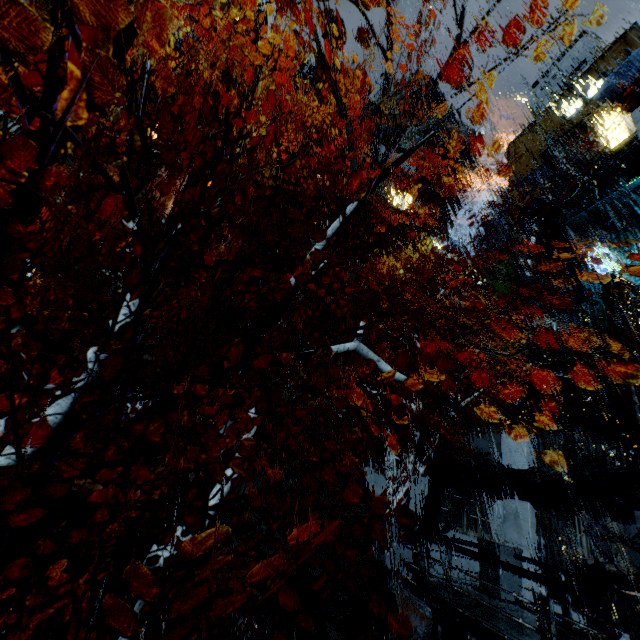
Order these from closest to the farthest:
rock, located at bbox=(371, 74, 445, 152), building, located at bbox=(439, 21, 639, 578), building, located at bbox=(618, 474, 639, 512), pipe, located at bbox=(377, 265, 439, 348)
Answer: building, located at bbox=(618, 474, 639, 512)
building, located at bbox=(439, 21, 639, 578)
pipe, located at bbox=(377, 265, 439, 348)
rock, located at bbox=(371, 74, 445, 152)

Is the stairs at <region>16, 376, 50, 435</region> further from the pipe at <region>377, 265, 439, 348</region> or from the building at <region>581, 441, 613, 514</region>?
the pipe at <region>377, 265, 439, 348</region>

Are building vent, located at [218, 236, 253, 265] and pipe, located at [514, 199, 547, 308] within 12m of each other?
no

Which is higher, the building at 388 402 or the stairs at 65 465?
the building at 388 402

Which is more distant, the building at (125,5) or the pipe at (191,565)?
the building at (125,5)

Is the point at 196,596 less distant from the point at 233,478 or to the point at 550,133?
the point at 233,478

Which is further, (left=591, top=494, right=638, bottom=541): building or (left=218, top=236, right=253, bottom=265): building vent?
(left=218, top=236, right=253, bottom=265): building vent

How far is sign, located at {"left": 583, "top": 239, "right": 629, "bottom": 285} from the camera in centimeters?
1584cm
